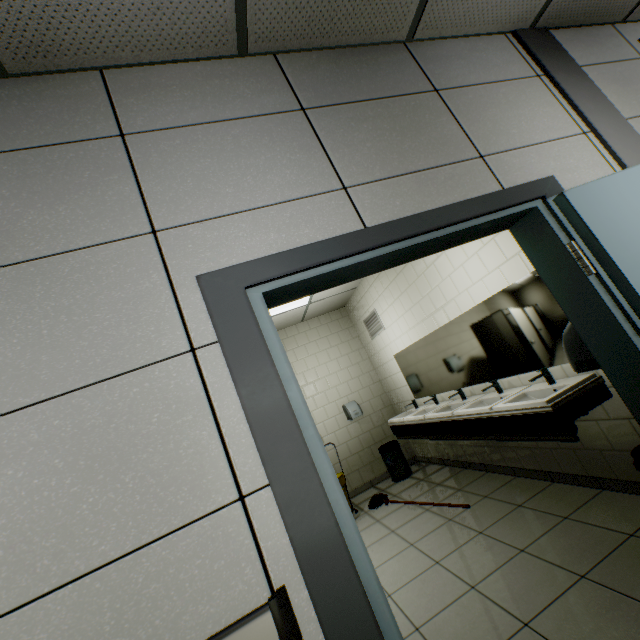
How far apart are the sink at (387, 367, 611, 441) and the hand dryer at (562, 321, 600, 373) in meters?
0.6 m

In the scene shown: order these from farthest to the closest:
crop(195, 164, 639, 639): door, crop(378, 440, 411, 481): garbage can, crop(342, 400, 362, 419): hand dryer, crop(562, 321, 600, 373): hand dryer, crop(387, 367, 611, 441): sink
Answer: crop(342, 400, 362, 419): hand dryer
crop(378, 440, 411, 481): garbage can
crop(387, 367, 611, 441): sink
crop(562, 321, 600, 373): hand dryer
crop(195, 164, 639, 639): door

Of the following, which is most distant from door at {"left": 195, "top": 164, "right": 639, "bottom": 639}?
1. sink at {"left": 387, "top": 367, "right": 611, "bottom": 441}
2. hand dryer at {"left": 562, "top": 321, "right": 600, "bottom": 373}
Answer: sink at {"left": 387, "top": 367, "right": 611, "bottom": 441}

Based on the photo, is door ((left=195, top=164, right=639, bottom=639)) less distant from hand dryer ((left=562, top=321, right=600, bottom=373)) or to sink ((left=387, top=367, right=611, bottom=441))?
hand dryer ((left=562, top=321, right=600, bottom=373))

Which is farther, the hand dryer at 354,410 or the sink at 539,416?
the hand dryer at 354,410

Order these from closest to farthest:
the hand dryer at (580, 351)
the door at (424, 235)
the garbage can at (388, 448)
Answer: the door at (424, 235) < the hand dryer at (580, 351) < the garbage can at (388, 448)

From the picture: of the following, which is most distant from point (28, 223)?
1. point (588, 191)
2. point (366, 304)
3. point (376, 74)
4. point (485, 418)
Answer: point (366, 304)

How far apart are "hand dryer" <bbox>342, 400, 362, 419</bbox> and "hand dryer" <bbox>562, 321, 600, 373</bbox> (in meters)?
4.35
